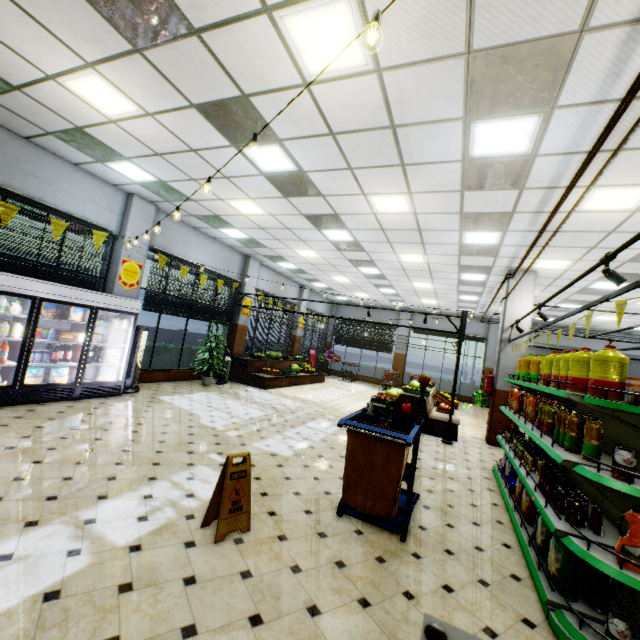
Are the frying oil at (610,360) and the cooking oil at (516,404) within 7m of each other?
yes

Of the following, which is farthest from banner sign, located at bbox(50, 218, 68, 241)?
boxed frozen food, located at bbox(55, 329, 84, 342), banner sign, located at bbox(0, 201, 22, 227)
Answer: boxed frozen food, located at bbox(55, 329, 84, 342)

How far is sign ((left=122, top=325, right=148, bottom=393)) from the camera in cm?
796

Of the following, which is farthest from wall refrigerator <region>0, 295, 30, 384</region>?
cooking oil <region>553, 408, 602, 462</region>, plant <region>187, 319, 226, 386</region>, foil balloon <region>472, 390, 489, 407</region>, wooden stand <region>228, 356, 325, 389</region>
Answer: foil balloon <region>472, 390, 489, 407</region>

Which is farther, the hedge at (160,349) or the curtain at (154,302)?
the hedge at (160,349)

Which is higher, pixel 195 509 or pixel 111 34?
pixel 111 34

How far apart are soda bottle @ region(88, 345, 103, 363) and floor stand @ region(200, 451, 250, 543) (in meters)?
5.58

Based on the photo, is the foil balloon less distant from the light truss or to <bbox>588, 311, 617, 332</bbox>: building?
<bbox>588, 311, 617, 332</bbox>: building
